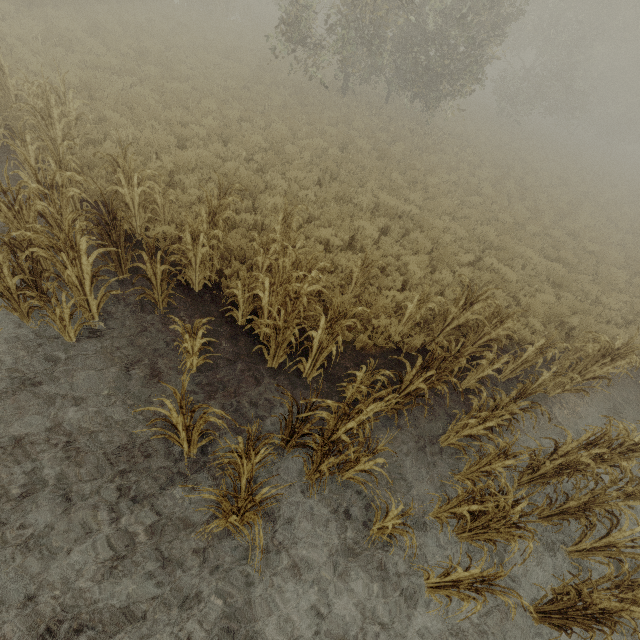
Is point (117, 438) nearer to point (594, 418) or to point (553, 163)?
point (594, 418)
